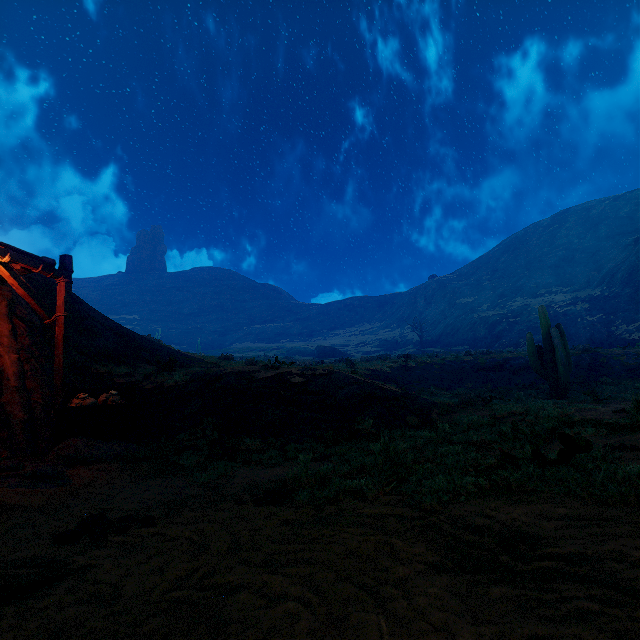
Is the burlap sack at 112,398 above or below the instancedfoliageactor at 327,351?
below

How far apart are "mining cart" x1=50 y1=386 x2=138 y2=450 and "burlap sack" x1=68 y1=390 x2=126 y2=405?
0.0m

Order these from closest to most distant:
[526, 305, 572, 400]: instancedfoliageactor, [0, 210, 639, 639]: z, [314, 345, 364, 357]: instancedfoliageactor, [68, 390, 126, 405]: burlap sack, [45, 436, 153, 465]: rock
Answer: [0, 210, 639, 639]: z, [45, 436, 153, 465]: rock, [68, 390, 126, 405]: burlap sack, [526, 305, 572, 400]: instancedfoliageactor, [314, 345, 364, 357]: instancedfoliageactor

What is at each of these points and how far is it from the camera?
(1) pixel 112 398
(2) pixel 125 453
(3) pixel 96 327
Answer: (1) burlap sack, 7.49m
(2) rock, 6.77m
(3) z, 11.78m

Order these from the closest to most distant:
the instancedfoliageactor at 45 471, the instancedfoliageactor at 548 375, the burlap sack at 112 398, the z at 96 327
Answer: the z at 96 327, the instancedfoliageactor at 45 471, the burlap sack at 112 398, the instancedfoliageactor at 548 375

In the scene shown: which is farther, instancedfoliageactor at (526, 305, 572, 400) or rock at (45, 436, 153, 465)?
instancedfoliageactor at (526, 305, 572, 400)

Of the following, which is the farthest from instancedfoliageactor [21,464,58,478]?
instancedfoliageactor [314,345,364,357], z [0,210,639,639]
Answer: instancedfoliageactor [314,345,364,357]

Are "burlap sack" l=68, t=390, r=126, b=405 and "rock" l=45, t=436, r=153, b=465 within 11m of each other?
yes
